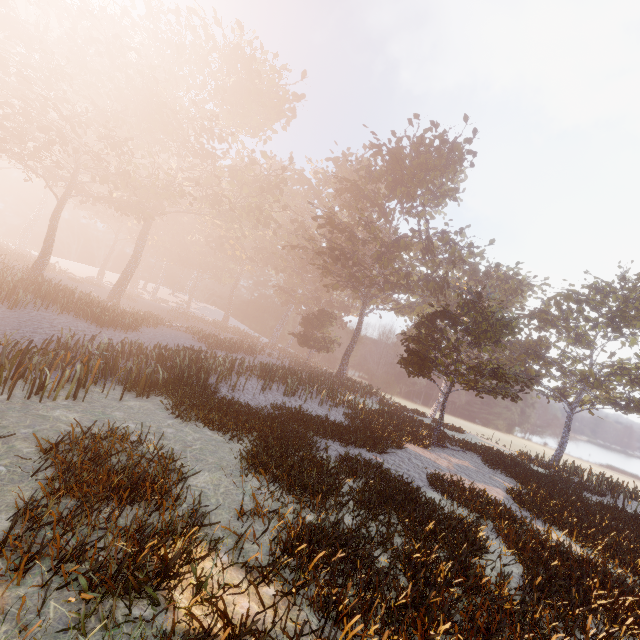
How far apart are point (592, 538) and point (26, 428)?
15.7 meters
